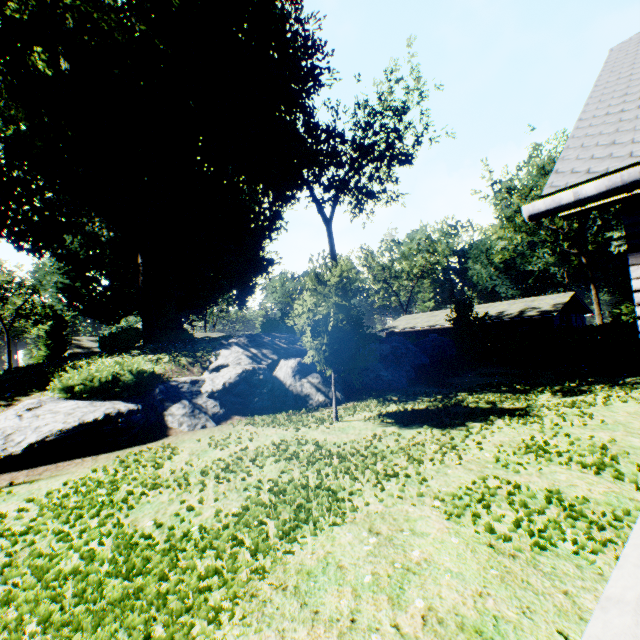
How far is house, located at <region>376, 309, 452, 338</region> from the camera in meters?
38.3

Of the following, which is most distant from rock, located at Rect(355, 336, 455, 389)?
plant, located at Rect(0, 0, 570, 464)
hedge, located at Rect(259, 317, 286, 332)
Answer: hedge, located at Rect(259, 317, 286, 332)

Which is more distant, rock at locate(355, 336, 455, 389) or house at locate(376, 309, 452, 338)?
house at locate(376, 309, 452, 338)

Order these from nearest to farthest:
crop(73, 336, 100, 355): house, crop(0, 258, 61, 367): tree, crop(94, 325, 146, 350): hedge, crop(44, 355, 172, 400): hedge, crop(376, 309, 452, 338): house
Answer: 1. crop(44, 355, 172, 400): hedge
2. crop(94, 325, 146, 350): hedge
3. crop(376, 309, 452, 338): house
4. crop(73, 336, 100, 355): house
5. crop(0, 258, 61, 367): tree

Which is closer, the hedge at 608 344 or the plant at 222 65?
the plant at 222 65

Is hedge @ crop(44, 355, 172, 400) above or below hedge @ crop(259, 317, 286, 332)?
below

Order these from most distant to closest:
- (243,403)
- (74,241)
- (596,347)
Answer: (74,241)
(596,347)
(243,403)

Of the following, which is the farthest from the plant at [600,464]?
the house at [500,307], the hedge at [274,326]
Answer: the house at [500,307]
